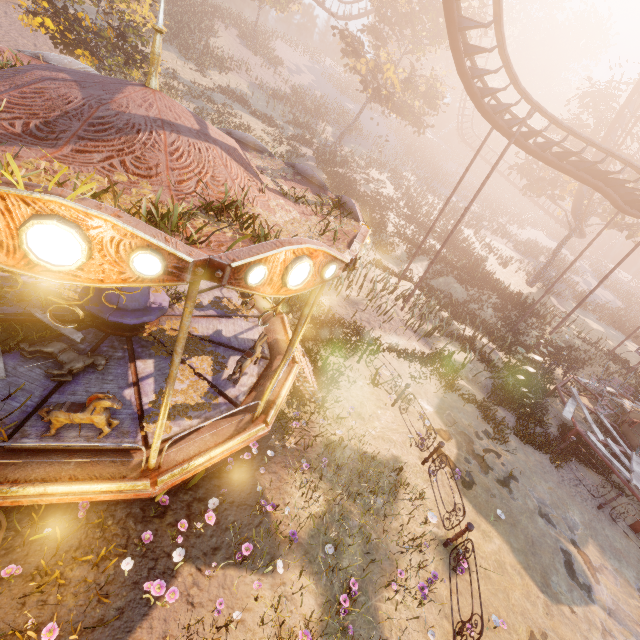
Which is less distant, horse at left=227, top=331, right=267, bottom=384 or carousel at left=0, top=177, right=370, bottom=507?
carousel at left=0, top=177, right=370, bottom=507

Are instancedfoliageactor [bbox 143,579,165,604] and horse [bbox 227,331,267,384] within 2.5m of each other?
no

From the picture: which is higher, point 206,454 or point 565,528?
point 206,454

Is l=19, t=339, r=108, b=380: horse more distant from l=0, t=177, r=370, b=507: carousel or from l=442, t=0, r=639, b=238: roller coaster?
l=442, t=0, r=639, b=238: roller coaster

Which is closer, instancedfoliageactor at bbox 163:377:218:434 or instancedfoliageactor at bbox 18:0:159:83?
instancedfoliageactor at bbox 163:377:218:434

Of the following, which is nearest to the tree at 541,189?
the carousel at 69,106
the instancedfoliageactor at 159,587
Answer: the carousel at 69,106

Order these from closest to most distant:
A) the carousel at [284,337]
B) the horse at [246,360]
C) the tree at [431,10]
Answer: the carousel at [284,337] < the horse at [246,360] < the tree at [431,10]

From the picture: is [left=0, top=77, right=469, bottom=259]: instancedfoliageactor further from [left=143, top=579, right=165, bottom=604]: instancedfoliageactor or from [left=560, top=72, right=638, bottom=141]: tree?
[left=560, top=72, right=638, bottom=141]: tree
